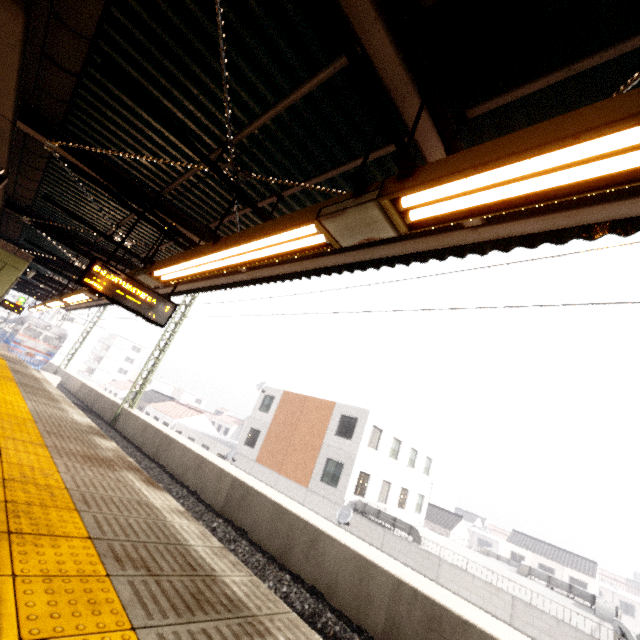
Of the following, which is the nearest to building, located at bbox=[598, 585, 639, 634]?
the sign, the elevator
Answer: the sign

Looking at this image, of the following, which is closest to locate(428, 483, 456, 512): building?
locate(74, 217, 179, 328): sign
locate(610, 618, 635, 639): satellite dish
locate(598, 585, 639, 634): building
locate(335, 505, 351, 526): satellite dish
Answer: locate(598, 585, 639, 634): building

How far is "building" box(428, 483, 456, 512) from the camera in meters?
40.2 m

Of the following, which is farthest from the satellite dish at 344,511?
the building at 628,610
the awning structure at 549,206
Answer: the building at 628,610

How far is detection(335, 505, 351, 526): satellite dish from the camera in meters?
18.0

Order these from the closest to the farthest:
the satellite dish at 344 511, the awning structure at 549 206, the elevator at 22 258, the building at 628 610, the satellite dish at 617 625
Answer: the awning structure at 549 206
the elevator at 22 258
the satellite dish at 617 625
the satellite dish at 344 511
the building at 628 610

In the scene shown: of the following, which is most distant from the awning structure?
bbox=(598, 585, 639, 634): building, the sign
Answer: bbox=(598, 585, 639, 634): building

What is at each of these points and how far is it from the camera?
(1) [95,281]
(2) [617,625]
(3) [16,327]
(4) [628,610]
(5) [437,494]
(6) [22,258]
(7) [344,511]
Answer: (1) sign, 5.21m
(2) satellite dish, 10.77m
(3) train, 31.06m
(4) building, 43.97m
(5) building, 41.28m
(6) elevator, 8.11m
(7) satellite dish, 18.55m
